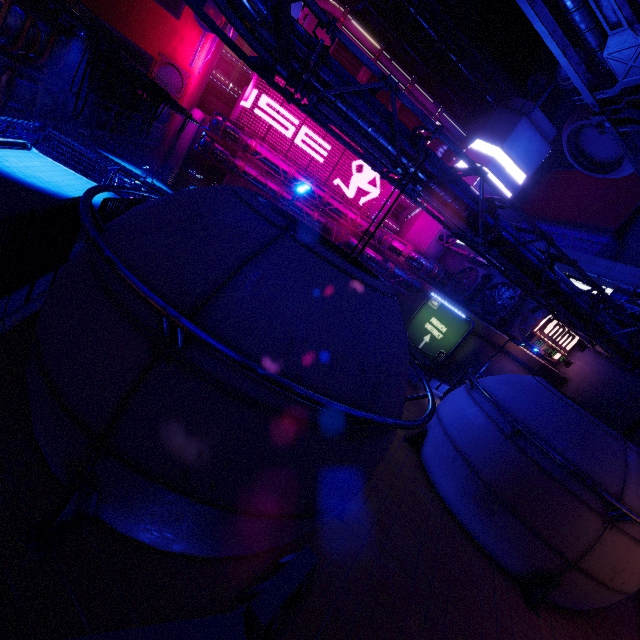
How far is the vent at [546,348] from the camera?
25.1 meters

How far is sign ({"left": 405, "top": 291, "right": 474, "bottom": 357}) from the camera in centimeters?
2915cm

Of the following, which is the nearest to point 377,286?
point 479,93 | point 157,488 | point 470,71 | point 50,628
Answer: point 157,488

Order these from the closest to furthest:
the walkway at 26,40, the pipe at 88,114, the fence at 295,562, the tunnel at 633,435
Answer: the fence at 295,562 < the walkway at 26,40 < the pipe at 88,114 < the tunnel at 633,435

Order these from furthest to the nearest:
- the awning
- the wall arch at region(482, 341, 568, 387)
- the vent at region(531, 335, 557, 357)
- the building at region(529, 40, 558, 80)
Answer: the building at region(529, 40, 558, 80) < the vent at region(531, 335, 557, 357) < the wall arch at region(482, 341, 568, 387) < the awning

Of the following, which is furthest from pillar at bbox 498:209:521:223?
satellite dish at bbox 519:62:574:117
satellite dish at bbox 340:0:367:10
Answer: satellite dish at bbox 340:0:367:10

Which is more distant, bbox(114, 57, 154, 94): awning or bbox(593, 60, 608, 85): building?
bbox(593, 60, 608, 85): building

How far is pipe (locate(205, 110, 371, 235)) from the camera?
35.22m
